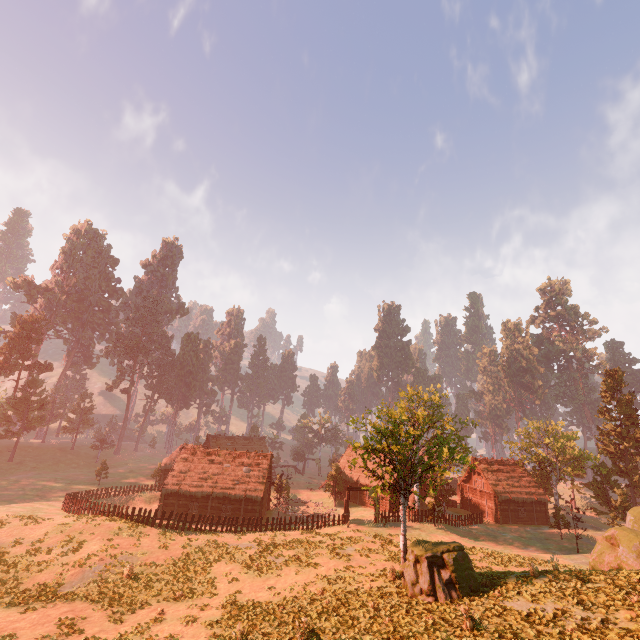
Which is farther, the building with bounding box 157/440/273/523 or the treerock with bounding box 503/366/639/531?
the treerock with bounding box 503/366/639/531

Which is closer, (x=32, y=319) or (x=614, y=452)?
(x=614, y=452)

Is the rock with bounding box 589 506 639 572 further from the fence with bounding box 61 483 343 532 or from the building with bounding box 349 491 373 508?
the building with bounding box 349 491 373 508

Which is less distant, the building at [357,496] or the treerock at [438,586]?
the treerock at [438,586]

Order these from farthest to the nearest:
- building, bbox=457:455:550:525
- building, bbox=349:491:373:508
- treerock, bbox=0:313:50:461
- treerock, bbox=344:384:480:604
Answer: treerock, bbox=0:313:50:461 → building, bbox=349:491:373:508 → building, bbox=457:455:550:525 → treerock, bbox=344:384:480:604

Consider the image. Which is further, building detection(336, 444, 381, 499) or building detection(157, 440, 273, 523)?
building detection(336, 444, 381, 499)

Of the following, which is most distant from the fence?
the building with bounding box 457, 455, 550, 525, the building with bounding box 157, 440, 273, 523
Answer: the building with bounding box 457, 455, 550, 525

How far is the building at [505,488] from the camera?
44.4m
